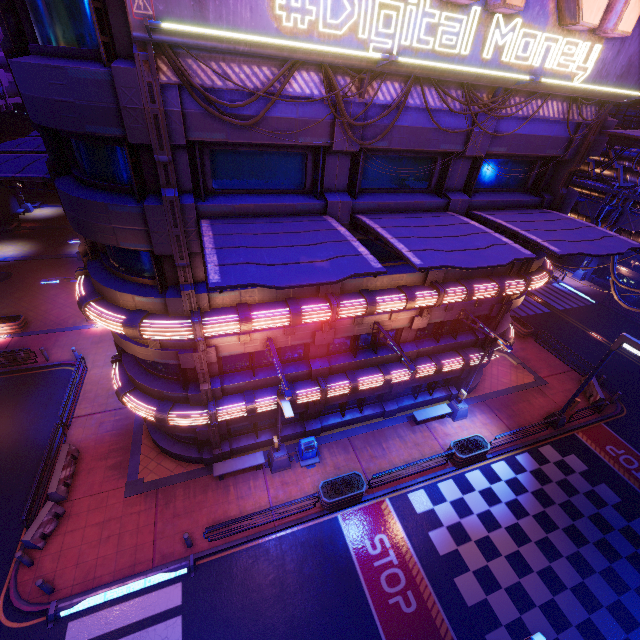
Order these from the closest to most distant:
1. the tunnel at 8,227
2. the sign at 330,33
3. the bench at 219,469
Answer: the sign at 330,33
the bench at 219,469
the tunnel at 8,227

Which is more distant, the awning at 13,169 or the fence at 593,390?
the fence at 593,390

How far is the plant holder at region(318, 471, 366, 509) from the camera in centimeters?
1491cm

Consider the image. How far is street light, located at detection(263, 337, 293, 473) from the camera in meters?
11.2

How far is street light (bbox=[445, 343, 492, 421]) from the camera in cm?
1785

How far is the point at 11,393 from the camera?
19.2m

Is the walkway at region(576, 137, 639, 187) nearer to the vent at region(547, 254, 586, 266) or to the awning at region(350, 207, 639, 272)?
the awning at region(350, 207, 639, 272)

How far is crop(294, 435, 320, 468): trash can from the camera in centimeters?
1661cm
